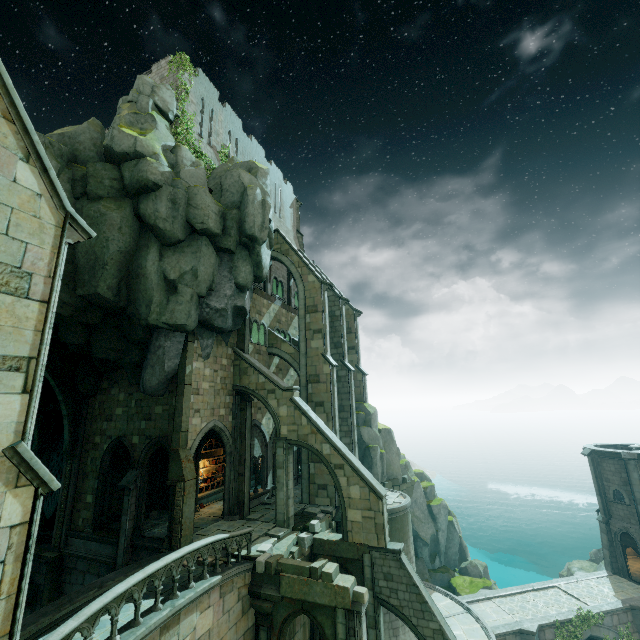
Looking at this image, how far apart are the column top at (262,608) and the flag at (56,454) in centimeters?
1424cm

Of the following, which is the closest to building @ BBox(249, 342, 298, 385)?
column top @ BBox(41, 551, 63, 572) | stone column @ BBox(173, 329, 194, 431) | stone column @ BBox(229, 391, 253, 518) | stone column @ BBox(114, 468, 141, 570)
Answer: stone column @ BBox(229, 391, 253, 518)

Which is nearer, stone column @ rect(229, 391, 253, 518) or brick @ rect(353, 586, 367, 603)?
brick @ rect(353, 586, 367, 603)

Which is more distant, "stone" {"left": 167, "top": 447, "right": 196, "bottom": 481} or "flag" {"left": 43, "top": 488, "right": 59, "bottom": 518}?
"flag" {"left": 43, "top": 488, "right": 59, "bottom": 518}

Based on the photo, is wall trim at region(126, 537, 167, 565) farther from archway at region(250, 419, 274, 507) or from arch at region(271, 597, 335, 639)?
arch at region(271, 597, 335, 639)

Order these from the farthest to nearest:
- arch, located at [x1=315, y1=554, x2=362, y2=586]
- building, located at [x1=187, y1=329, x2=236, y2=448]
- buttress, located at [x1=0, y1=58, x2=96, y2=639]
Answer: building, located at [x1=187, y1=329, x2=236, y2=448] → arch, located at [x1=315, y1=554, x2=362, y2=586] → buttress, located at [x1=0, y1=58, x2=96, y2=639]

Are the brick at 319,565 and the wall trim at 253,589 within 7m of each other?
yes

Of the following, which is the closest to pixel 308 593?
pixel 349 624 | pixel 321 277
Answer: pixel 349 624
